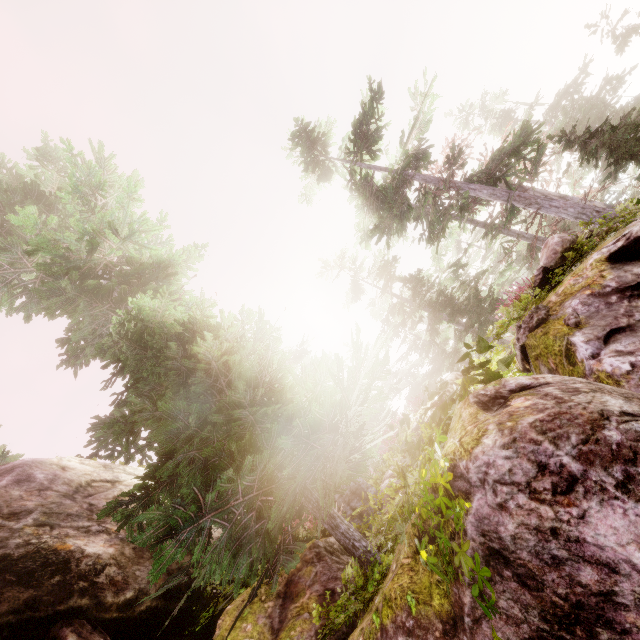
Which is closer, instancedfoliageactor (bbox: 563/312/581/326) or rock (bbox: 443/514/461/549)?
rock (bbox: 443/514/461/549)

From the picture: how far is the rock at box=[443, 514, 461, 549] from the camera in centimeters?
206cm

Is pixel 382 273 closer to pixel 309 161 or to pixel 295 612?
pixel 309 161

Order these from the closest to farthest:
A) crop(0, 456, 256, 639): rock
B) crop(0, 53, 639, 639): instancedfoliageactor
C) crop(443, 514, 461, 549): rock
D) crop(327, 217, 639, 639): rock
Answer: crop(327, 217, 639, 639): rock
crop(443, 514, 461, 549): rock
crop(0, 53, 639, 639): instancedfoliageactor
crop(0, 456, 256, 639): rock

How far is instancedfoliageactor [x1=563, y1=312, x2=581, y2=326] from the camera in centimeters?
439cm

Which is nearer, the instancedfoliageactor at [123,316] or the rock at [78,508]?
the instancedfoliageactor at [123,316]

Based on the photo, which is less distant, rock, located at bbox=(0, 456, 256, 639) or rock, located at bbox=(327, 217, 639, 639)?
rock, located at bbox=(327, 217, 639, 639)

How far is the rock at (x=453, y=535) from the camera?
2.06m
